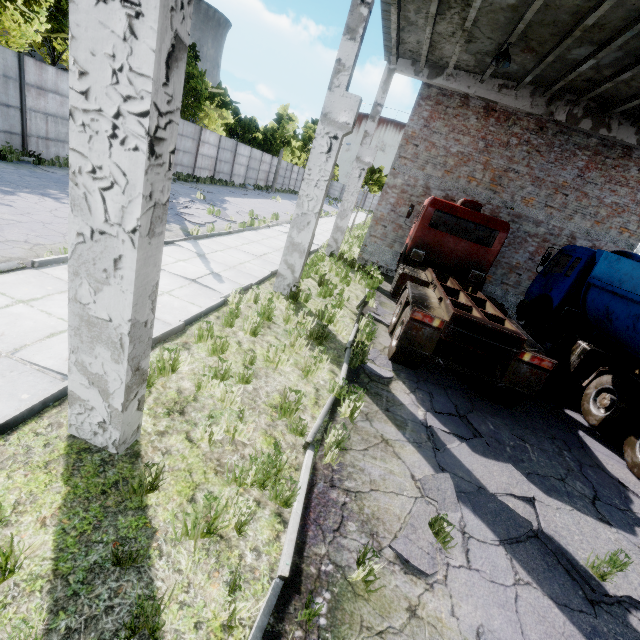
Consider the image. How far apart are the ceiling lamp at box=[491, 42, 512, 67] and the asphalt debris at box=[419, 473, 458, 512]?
10.86m

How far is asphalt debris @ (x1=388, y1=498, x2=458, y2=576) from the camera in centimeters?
314cm

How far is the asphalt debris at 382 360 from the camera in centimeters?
683cm

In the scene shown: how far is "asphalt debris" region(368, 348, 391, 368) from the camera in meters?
6.8 m

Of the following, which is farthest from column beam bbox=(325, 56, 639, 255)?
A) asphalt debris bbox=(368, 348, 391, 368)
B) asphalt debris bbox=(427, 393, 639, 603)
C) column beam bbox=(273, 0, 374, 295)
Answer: asphalt debris bbox=(427, 393, 639, 603)

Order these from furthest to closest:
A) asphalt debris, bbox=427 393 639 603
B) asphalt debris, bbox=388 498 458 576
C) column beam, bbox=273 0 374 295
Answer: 1. column beam, bbox=273 0 374 295
2. asphalt debris, bbox=427 393 639 603
3. asphalt debris, bbox=388 498 458 576

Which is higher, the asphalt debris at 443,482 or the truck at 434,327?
the truck at 434,327

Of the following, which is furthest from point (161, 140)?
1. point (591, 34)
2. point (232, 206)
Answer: point (232, 206)
